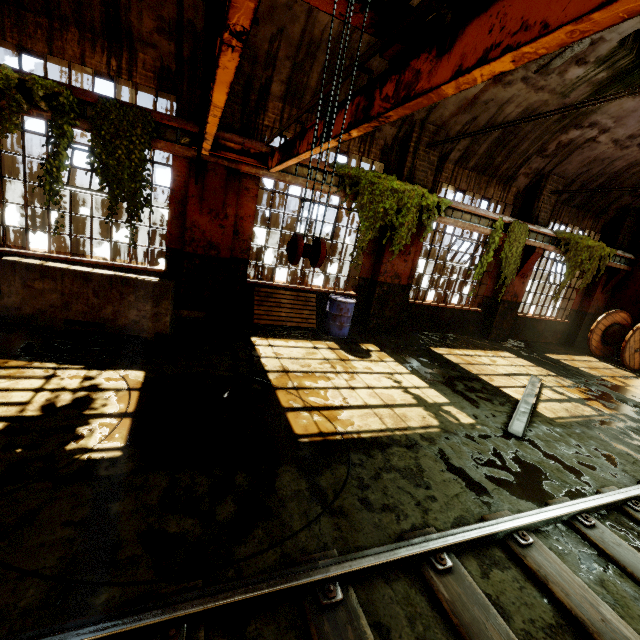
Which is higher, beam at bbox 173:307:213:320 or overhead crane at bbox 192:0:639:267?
overhead crane at bbox 192:0:639:267

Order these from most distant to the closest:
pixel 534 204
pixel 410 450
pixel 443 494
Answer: pixel 534 204 < pixel 410 450 < pixel 443 494

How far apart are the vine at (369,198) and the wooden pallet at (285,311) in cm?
129

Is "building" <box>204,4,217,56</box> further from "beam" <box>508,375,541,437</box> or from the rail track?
"beam" <box>508,375,541,437</box>

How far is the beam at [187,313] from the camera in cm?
719

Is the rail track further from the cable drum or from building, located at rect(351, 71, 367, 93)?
the cable drum

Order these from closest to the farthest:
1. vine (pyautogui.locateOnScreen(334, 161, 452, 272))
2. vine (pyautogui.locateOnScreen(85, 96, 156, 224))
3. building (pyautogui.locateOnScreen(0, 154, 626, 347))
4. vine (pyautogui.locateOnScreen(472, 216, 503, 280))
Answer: vine (pyautogui.locateOnScreen(85, 96, 156, 224))
building (pyautogui.locateOnScreen(0, 154, 626, 347))
vine (pyautogui.locateOnScreen(334, 161, 452, 272))
vine (pyautogui.locateOnScreen(472, 216, 503, 280))

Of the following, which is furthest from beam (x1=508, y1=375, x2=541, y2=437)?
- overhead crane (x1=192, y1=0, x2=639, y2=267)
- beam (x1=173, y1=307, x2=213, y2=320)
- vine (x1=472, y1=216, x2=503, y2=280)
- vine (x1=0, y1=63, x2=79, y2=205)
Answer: vine (x1=0, y1=63, x2=79, y2=205)
